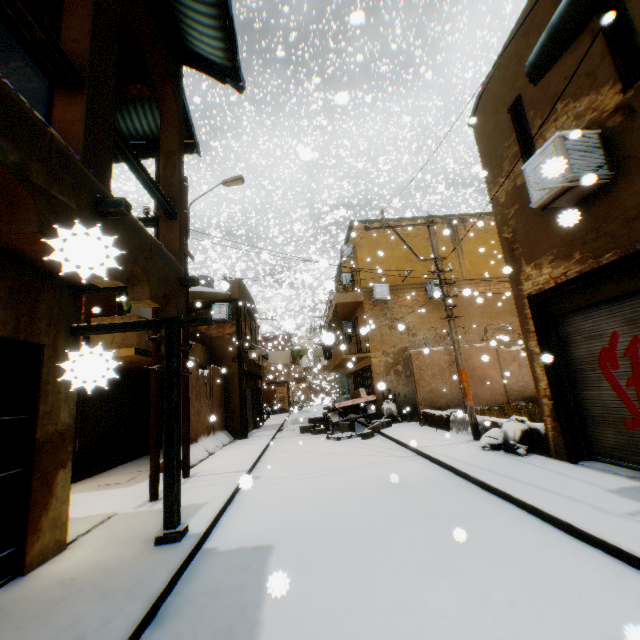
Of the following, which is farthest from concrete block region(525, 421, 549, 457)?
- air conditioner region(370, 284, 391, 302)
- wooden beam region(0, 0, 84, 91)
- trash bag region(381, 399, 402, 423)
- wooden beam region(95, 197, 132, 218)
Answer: wooden beam region(0, 0, 84, 91)

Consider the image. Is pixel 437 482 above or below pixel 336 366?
below

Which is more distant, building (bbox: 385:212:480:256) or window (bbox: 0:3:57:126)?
building (bbox: 385:212:480:256)

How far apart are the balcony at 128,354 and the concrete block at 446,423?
2.13m

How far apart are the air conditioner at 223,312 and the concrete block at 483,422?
3.73m

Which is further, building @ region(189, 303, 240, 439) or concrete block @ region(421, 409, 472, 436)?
building @ region(189, 303, 240, 439)

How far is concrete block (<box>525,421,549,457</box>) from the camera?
6.8m

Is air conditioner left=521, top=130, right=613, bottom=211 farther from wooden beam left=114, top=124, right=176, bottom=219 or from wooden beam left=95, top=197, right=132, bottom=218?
wooden beam left=95, top=197, right=132, bottom=218
